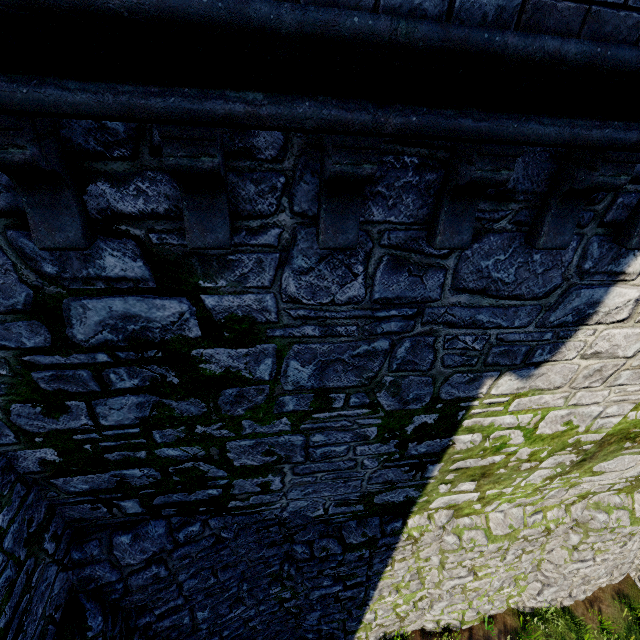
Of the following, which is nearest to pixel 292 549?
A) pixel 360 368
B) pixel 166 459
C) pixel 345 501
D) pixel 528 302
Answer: pixel 345 501
